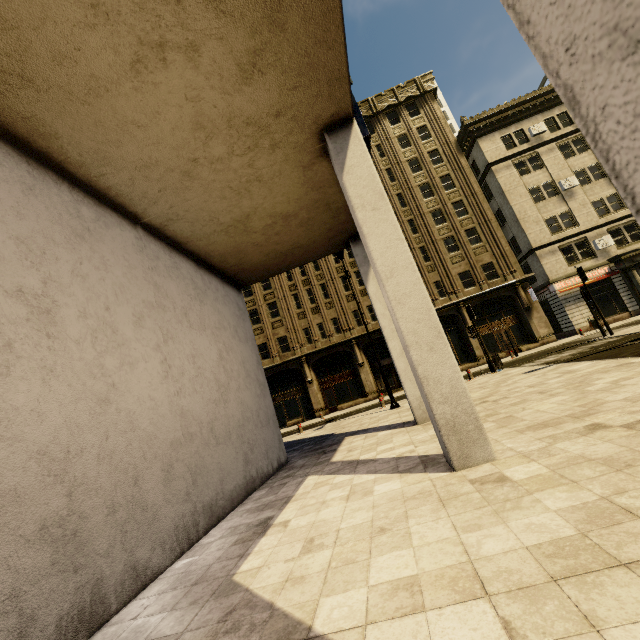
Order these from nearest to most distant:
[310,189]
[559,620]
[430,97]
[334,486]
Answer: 1. [559,620]
2. [334,486]
3. [310,189]
4. [430,97]

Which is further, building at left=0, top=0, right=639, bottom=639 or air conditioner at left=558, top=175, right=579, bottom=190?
air conditioner at left=558, top=175, right=579, bottom=190

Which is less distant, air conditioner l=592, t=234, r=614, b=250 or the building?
the building

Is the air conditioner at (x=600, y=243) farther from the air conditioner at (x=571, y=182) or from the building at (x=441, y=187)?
the air conditioner at (x=571, y=182)

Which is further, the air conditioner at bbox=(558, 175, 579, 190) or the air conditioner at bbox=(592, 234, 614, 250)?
the air conditioner at bbox=(558, 175, 579, 190)

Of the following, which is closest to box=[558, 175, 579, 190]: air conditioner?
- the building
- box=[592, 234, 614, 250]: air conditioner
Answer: the building

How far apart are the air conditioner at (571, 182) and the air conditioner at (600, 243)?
5.0 meters
